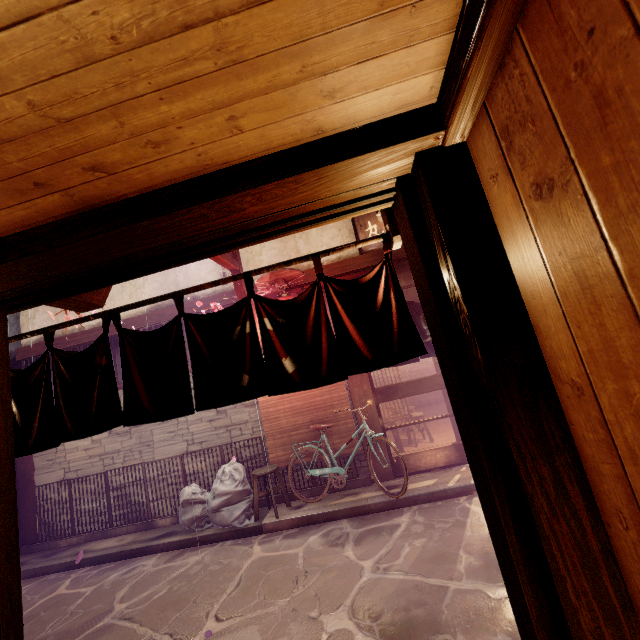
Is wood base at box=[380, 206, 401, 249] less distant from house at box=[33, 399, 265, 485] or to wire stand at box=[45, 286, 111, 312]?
wire stand at box=[45, 286, 111, 312]

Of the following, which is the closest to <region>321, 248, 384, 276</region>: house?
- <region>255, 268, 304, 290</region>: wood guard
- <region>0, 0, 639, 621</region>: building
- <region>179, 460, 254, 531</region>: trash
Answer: <region>255, 268, 304, 290</region>: wood guard

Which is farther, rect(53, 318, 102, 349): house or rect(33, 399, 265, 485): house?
rect(53, 318, 102, 349): house

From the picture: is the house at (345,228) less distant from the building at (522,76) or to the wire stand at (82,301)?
the wire stand at (82,301)

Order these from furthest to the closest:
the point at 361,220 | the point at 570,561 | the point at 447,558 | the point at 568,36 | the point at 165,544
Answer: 1. the point at 361,220
2. the point at 165,544
3. the point at 447,558
4. the point at 570,561
5. the point at 568,36

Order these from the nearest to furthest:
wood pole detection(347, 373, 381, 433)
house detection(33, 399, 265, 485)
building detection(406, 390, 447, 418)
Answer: wood pole detection(347, 373, 381, 433) → house detection(33, 399, 265, 485) → building detection(406, 390, 447, 418)

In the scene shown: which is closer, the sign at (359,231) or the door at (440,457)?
the door at (440,457)

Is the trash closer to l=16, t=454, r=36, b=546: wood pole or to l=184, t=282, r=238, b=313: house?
l=184, t=282, r=238, b=313: house
